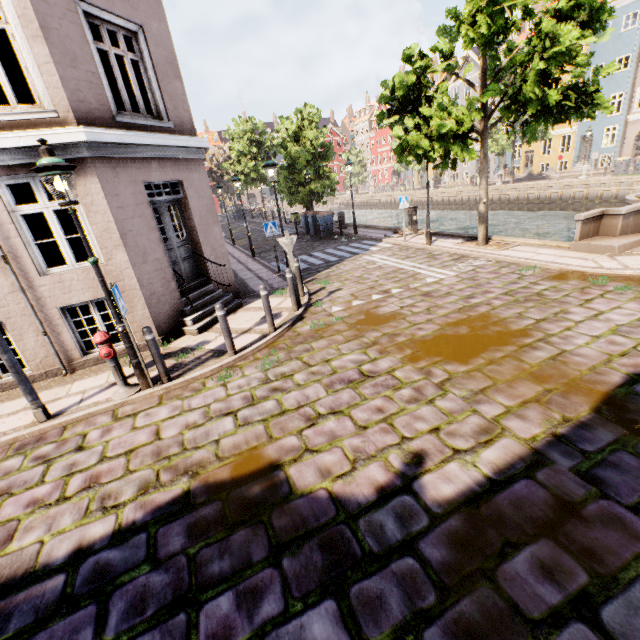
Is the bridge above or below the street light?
below

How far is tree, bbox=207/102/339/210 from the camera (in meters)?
22.05

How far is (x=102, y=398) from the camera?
5.7m

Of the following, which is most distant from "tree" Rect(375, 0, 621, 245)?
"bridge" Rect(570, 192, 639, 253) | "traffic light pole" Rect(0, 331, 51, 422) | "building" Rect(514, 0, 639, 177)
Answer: "traffic light pole" Rect(0, 331, 51, 422)

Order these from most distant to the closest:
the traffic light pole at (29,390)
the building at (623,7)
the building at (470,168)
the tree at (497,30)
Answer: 1. the building at (470,168)
2. the building at (623,7)
3. the tree at (497,30)
4. the traffic light pole at (29,390)

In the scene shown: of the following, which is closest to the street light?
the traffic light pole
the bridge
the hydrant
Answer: the hydrant

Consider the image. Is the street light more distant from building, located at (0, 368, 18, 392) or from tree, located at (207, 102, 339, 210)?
tree, located at (207, 102, 339, 210)

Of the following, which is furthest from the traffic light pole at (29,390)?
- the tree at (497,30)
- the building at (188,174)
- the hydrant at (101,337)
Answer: the tree at (497,30)
